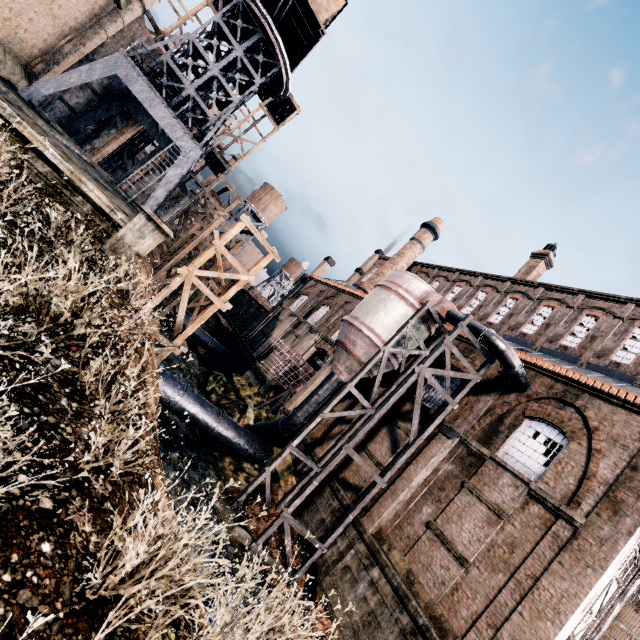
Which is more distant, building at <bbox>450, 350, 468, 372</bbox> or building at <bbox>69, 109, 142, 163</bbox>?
building at <bbox>69, 109, 142, 163</bbox>

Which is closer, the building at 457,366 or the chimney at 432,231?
the building at 457,366

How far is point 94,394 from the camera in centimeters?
576cm

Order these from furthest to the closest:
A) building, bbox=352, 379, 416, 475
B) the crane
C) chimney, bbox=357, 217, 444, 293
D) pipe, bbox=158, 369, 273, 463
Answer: chimney, bbox=357, 217, 444, 293, the crane, building, bbox=352, 379, 416, 475, pipe, bbox=158, 369, 273, 463

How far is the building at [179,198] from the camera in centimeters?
3753cm

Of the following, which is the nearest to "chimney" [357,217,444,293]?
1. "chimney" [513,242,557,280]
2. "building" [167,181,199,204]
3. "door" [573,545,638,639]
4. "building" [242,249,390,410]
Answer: "building" [242,249,390,410]

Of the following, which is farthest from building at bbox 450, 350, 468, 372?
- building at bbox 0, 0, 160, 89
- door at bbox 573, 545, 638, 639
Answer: building at bbox 0, 0, 160, 89

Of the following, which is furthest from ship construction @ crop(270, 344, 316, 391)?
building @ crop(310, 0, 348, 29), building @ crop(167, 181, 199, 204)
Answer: building @ crop(310, 0, 348, 29)
